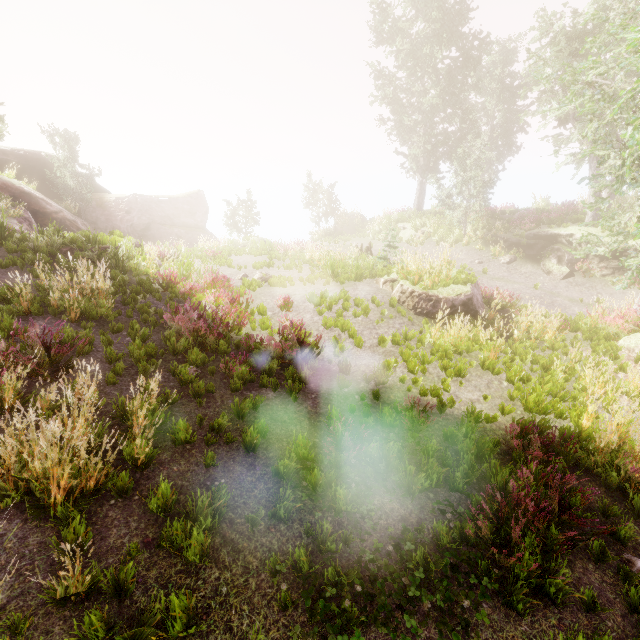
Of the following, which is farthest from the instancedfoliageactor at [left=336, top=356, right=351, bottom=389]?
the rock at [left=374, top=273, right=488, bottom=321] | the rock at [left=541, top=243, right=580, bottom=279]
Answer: the rock at [left=374, top=273, right=488, bottom=321]

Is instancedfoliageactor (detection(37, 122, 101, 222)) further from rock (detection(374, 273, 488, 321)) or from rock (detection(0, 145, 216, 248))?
rock (detection(374, 273, 488, 321))

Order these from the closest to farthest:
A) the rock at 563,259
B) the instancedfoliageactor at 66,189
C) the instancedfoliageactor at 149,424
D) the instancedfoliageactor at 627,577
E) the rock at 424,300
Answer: the instancedfoliageactor at 627,577 < the instancedfoliageactor at 149,424 < the rock at 424,300 < the rock at 563,259 < the instancedfoliageactor at 66,189

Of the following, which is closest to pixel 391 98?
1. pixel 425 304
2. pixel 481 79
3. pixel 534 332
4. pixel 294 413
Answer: pixel 481 79

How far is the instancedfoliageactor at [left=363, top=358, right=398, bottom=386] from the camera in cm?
675

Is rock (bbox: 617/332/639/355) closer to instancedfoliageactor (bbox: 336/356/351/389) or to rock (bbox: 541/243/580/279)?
instancedfoliageactor (bbox: 336/356/351/389)

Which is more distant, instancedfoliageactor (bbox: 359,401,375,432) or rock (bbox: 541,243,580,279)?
rock (bbox: 541,243,580,279)

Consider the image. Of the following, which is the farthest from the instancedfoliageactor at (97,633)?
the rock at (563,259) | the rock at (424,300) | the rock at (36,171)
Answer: A: the rock at (424,300)
